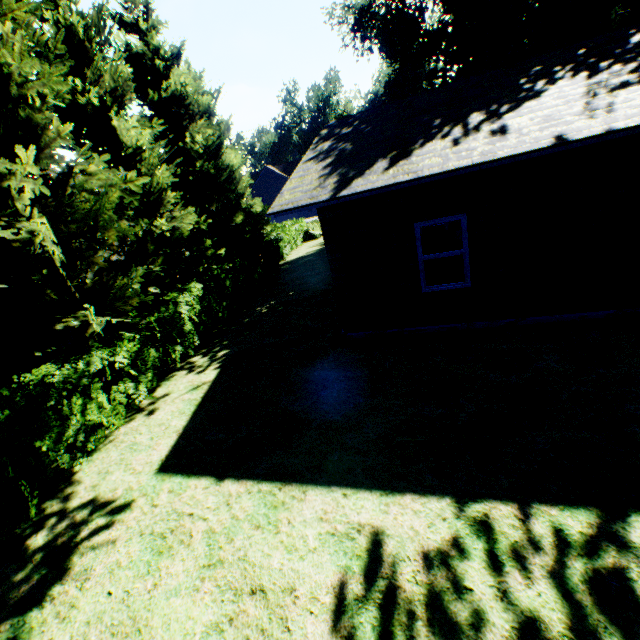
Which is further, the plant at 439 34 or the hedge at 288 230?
the plant at 439 34

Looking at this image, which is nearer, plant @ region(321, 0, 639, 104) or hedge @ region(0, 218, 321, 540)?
hedge @ region(0, 218, 321, 540)

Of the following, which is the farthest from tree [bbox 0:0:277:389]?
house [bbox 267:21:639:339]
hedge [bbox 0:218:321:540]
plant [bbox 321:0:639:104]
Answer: house [bbox 267:21:639:339]

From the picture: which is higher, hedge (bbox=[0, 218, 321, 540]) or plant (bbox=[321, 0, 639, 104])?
plant (bbox=[321, 0, 639, 104])

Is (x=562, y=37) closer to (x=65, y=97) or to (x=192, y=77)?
(x=192, y=77)

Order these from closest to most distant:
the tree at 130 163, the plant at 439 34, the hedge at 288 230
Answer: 1. the hedge at 288 230
2. the tree at 130 163
3. the plant at 439 34

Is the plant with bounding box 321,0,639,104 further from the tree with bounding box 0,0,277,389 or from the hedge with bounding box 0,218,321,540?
the hedge with bounding box 0,218,321,540

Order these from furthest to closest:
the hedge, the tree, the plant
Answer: the plant → the tree → the hedge
